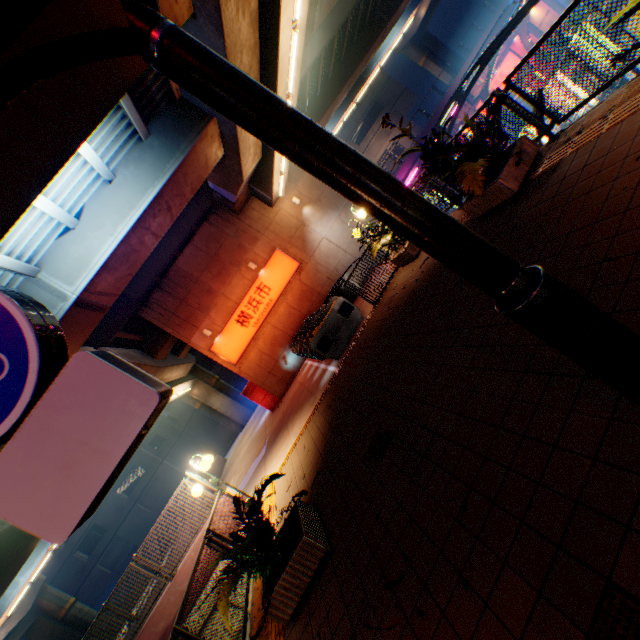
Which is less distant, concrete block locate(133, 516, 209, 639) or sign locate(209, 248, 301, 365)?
concrete block locate(133, 516, 209, 639)

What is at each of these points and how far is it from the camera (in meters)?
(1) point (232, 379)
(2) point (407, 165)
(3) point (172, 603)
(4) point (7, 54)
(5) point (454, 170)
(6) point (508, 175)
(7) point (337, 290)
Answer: (1) building, 41.12
(2) concrete block, 24.98
(3) concrete block, 8.84
(4) overpass support, 4.70
(5) plants, 5.55
(6) flower bed, 5.23
(7) escalator, 14.13

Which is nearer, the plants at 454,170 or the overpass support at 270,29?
the plants at 454,170

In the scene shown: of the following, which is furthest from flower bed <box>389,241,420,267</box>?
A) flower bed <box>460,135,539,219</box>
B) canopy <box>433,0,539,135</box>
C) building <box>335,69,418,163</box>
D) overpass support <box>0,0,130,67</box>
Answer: building <box>335,69,418,163</box>

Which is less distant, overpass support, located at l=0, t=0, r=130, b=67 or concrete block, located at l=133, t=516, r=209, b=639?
overpass support, located at l=0, t=0, r=130, b=67

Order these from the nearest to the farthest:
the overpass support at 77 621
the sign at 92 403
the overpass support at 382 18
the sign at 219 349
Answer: the sign at 92 403 → the overpass support at 382 18 → the sign at 219 349 → the overpass support at 77 621

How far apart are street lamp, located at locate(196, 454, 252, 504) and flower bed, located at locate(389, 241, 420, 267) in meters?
7.5 m

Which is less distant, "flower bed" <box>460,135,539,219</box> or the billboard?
"flower bed" <box>460,135,539,219</box>
